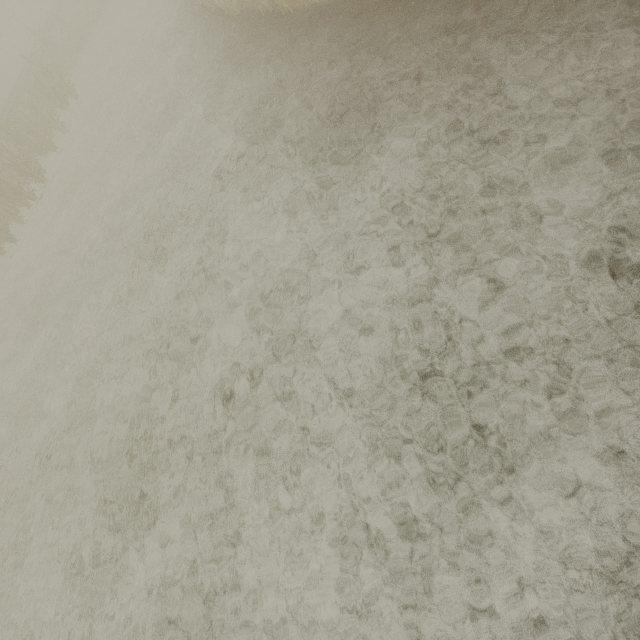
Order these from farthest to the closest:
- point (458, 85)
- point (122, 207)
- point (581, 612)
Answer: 1. point (122, 207)
2. point (458, 85)
3. point (581, 612)
